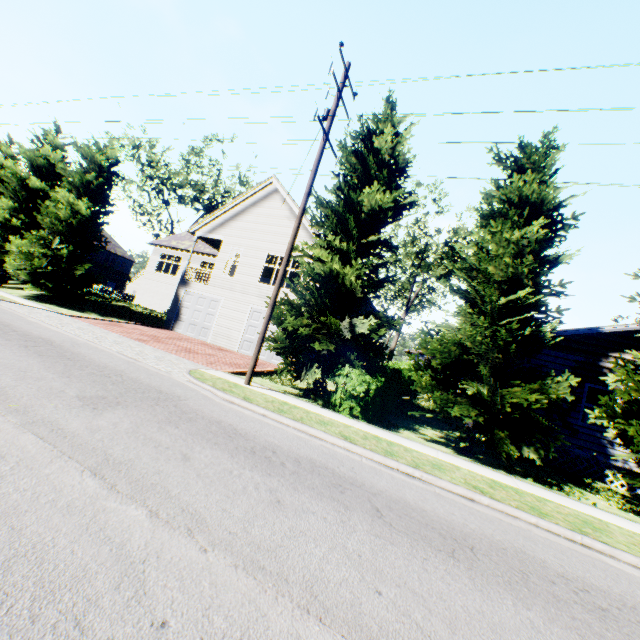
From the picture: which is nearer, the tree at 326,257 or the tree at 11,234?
the tree at 326,257

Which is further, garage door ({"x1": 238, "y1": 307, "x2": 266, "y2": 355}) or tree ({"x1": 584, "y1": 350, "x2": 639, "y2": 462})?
garage door ({"x1": 238, "y1": 307, "x2": 266, "y2": 355})

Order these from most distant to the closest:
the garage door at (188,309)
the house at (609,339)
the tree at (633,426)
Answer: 1. the garage door at (188,309)
2. the house at (609,339)
3. the tree at (633,426)

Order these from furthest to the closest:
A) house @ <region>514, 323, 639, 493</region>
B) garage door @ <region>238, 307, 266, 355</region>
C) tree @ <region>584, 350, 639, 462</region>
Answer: garage door @ <region>238, 307, 266, 355</region>, house @ <region>514, 323, 639, 493</region>, tree @ <region>584, 350, 639, 462</region>

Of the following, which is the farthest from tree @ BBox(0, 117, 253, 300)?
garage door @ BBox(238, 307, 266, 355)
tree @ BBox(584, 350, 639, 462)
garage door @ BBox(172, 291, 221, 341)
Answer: tree @ BBox(584, 350, 639, 462)

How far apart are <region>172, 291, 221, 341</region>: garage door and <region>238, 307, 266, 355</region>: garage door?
2.16m

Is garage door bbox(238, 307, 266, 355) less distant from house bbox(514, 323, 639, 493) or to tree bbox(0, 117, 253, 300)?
tree bbox(0, 117, 253, 300)

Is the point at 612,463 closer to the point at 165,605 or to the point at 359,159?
the point at 359,159
